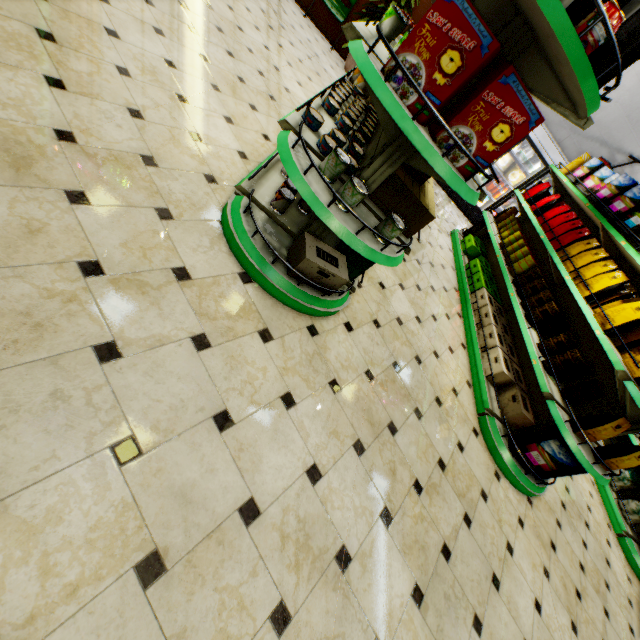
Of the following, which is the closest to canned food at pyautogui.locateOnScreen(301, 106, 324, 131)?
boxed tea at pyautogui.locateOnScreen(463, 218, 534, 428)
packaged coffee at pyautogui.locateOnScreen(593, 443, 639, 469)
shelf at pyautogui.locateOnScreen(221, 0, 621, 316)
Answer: shelf at pyautogui.locateOnScreen(221, 0, 621, 316)

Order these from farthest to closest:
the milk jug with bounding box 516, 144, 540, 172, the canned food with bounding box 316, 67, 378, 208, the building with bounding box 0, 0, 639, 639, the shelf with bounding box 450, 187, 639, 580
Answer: the milk jug with bounding box 516, 144, 540, 172 → the shelf with bounding box 450, 187, 639, 580 → the canned food with bounding box 316, 67, 378, 208 → the building with bounding box 0, 0, 639, 639

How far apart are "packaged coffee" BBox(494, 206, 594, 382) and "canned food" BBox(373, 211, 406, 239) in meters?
3.1

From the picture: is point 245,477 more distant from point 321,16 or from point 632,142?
point 632,142

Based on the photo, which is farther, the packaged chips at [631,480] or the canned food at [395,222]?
the packaged chips at [631,480]

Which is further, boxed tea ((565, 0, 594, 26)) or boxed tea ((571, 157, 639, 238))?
boxed tea ((571, 157, 639, 238))

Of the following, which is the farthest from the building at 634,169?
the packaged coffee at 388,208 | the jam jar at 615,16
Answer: the jam jar at 615,16

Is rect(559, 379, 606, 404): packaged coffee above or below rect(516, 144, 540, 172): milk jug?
below
